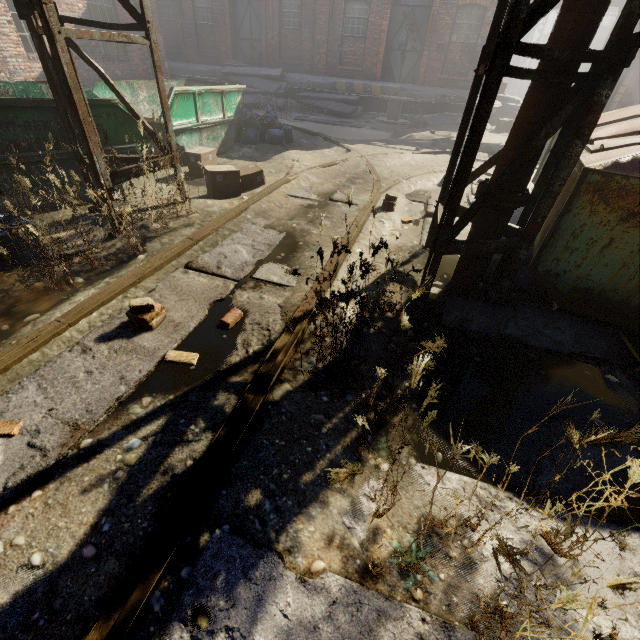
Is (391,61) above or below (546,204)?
above

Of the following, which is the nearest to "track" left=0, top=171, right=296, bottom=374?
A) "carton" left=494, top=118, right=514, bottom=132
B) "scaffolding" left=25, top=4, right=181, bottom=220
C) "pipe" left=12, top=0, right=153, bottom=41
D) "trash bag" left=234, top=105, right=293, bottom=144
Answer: "trash bag" left=234, top=105, right=293, bottom=144

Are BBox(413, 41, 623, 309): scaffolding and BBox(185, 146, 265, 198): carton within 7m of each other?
yes

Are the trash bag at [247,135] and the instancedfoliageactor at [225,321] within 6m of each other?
no

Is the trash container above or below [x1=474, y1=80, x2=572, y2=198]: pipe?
below

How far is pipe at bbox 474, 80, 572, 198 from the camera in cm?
253

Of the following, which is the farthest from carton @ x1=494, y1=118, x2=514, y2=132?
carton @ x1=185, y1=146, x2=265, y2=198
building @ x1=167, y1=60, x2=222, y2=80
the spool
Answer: carton @ x1=185, y1=146, x2=265, y2=198

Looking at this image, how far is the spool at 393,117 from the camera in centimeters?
1429cm
